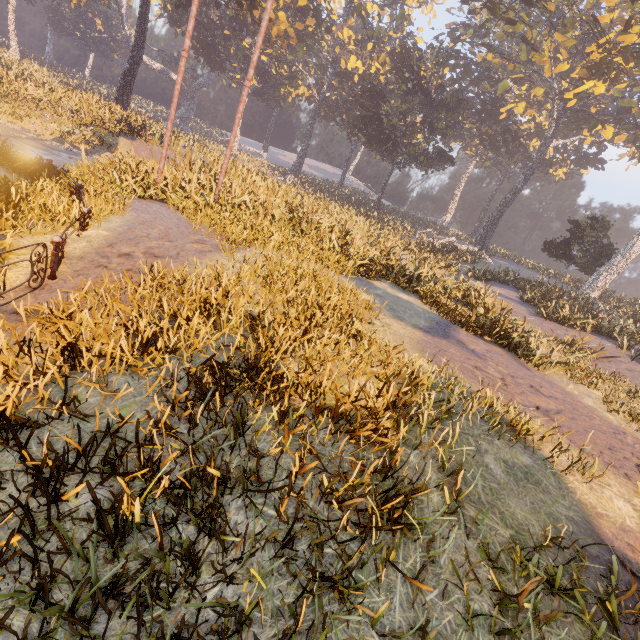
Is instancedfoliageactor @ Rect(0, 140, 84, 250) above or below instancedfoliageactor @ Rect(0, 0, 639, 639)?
below

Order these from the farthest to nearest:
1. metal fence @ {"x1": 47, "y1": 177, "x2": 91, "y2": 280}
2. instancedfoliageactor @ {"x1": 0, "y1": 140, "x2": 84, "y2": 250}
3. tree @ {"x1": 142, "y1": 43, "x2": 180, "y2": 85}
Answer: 1. tree @ {"x1": 142, "y1": 43, "x2": 180, "y2": 85}
2. instancedfoliageactor @ {"x1": 0, "y1": 140, "x2": 84, "y2": 250}
3. metal fence @ {"x1": 47, "y1": 177, "x2": 91, "y2": 280}

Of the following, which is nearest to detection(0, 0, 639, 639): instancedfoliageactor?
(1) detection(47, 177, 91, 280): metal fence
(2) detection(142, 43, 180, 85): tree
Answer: (1) detection(47, 177, 91, 280): metal fence

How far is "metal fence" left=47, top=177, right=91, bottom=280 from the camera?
5.2 meters

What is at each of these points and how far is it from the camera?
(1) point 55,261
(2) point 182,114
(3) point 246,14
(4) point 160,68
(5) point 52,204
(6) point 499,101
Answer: (1) metal fence, 5.3m
(2) tree, 57.7m
(3) instancedfoliageactor, 29.3m
(4) tree, 54.0m
(5) instancedfoliageactor, 7.1m
(6) instancedfoliageactor, 41.3m

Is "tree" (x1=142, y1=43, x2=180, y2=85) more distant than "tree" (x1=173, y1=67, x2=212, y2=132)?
No

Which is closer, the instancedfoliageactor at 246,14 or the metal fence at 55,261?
the metal fence at 55,261

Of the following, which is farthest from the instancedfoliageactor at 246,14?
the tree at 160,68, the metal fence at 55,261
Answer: the tree at 160,68
